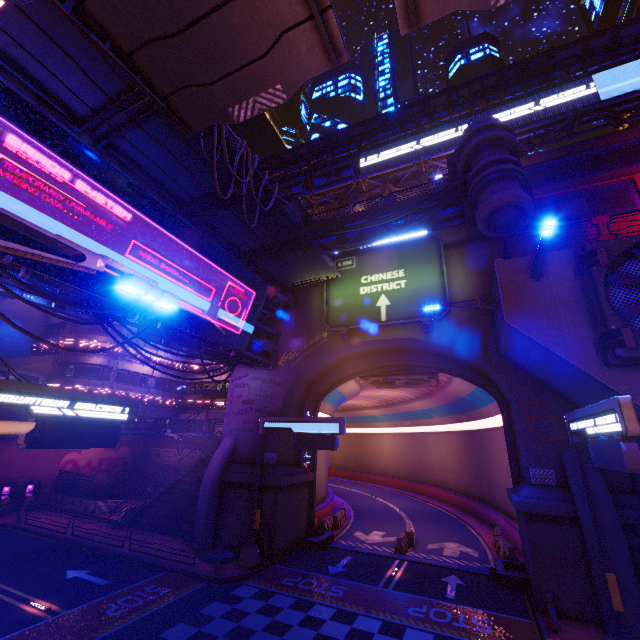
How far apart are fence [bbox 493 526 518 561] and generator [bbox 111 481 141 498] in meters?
32.4

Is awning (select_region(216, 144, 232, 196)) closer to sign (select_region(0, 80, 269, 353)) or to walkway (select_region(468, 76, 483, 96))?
sign (select_region(0, 80, 269, 353))

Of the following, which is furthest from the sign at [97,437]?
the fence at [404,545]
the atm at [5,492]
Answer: the atm at [5,492]

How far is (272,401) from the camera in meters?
21.3 m

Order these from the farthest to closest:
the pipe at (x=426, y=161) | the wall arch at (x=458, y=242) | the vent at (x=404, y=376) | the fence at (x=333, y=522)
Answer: the pipe at (x=426, y=161)
the vent at (x=404, y=376)
the fence at (x=333, y=522)
the wall arch at (x=458, y=242)

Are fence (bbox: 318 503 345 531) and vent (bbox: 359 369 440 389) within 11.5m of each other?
yes

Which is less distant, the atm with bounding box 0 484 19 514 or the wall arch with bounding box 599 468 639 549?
the wall arch with bounding box 599 468 639 549

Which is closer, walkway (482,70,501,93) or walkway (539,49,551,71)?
walkway (539,49,551,71)
